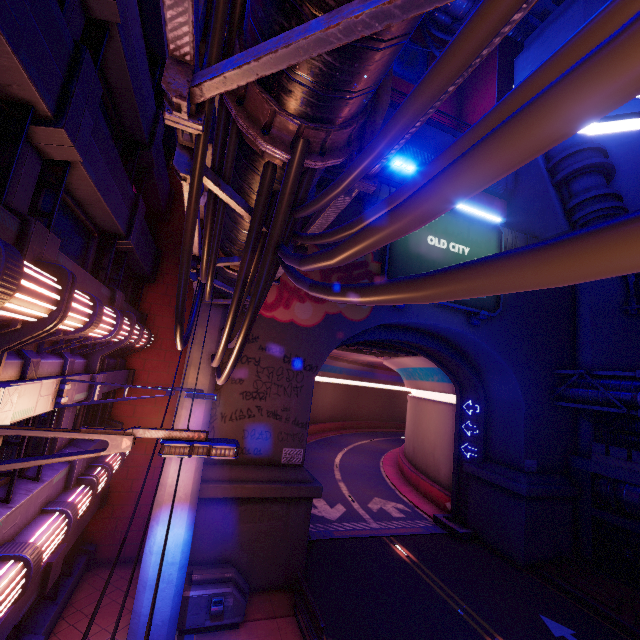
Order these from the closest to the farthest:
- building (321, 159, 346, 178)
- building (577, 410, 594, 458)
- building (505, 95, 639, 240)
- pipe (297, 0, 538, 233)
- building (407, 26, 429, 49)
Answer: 1. pipe (297, 0, 538, 233)
2. building (321, 159, 346, 178)
3. building (505, 95, 639, 240)
4. building (577, 410, 594, 458)
5. building (407, 26, 429, 49)

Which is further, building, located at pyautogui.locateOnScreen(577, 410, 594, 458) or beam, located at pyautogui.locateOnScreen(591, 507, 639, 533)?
building, located at pyautogui.locateOnScreen(577, 410, 594, 458)

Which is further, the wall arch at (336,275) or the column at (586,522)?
the column at (586,522)

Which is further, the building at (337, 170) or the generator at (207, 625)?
the building at (337, 170)

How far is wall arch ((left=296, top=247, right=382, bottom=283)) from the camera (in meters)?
15.30

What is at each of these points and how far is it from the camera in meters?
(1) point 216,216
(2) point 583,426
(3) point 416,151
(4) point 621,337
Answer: (1) cable, 4.4 m
(2) building, 19.8 m
(3) walkway, 20.3 m
(4) building, 19.8 m

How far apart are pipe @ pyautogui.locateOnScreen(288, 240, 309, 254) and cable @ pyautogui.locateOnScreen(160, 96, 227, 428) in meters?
0.0

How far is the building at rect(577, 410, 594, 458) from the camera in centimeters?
1933cm
